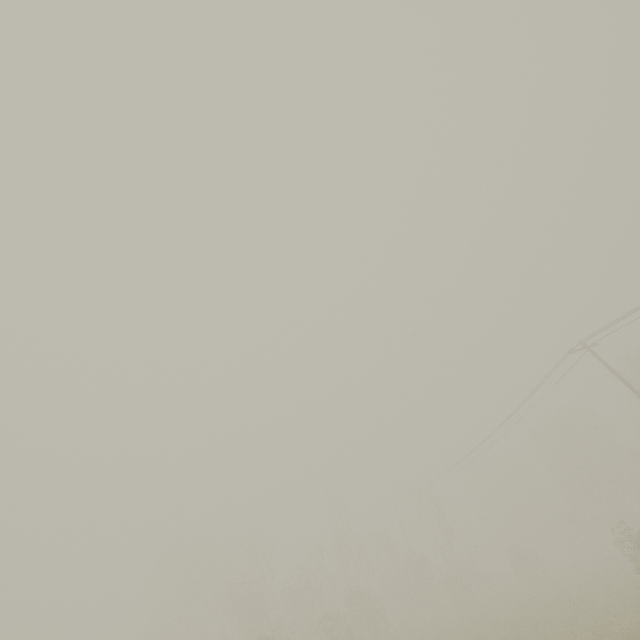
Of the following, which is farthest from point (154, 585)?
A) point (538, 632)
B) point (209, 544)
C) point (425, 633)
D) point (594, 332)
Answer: point (594, 332)
